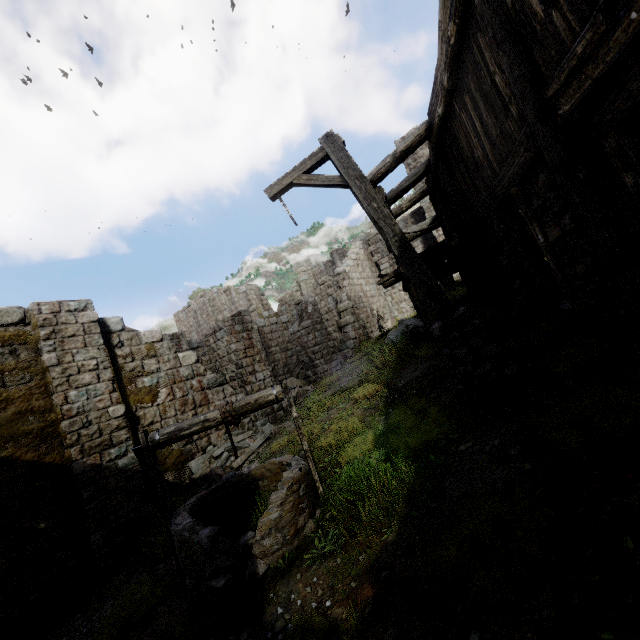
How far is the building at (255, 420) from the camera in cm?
1141

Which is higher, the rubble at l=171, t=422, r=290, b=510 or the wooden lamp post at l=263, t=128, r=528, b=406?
the wooden lamp post at l=263, t=128, r=528, b=406

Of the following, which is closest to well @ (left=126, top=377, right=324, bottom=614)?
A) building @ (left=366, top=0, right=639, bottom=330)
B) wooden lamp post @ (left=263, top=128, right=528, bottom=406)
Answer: wooden lamp post @ (left=263, top=128, right=528, bottom=406)

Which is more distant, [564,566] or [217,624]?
[217,624]

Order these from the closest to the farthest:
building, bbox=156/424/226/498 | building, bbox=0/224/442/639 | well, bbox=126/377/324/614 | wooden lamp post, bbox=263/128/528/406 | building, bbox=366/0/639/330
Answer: building, bbox=366/0/639/330, well, bbox=126/377/324/614, wooden lamp post, bbox=263/128/528/406, building, bbox=0/224/442/639, building, bbox=156/424/226/498

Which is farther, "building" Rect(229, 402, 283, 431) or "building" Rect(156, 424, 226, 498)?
"building" Rect(229, 402, 283, 431)

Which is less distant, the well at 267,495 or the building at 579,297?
the building at 579,297

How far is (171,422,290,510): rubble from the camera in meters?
8.1
